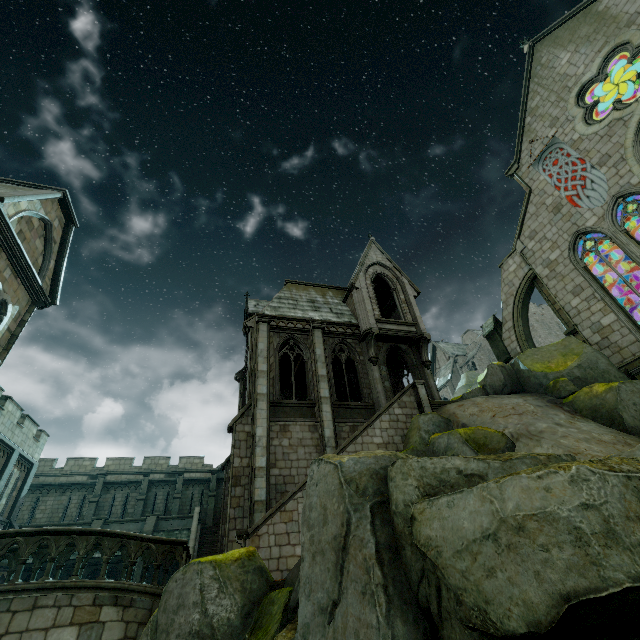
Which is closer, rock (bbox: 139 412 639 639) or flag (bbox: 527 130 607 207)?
rock (bbox: 139 412 639 639)

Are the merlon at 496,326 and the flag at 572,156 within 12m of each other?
yes

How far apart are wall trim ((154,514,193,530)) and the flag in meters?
32.7 m

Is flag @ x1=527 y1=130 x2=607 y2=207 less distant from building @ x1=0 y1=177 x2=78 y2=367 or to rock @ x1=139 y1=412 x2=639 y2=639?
building @ x1=0 y1=177 x2=78 y2=367

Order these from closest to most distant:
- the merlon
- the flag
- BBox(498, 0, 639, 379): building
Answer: BBox(498, 0, 639, 379): building
the flag
the merlon

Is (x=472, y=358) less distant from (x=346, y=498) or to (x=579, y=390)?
(x=579, y=390)

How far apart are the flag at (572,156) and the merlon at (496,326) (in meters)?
7.28

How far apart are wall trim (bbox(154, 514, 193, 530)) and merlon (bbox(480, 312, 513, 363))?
25.0m
